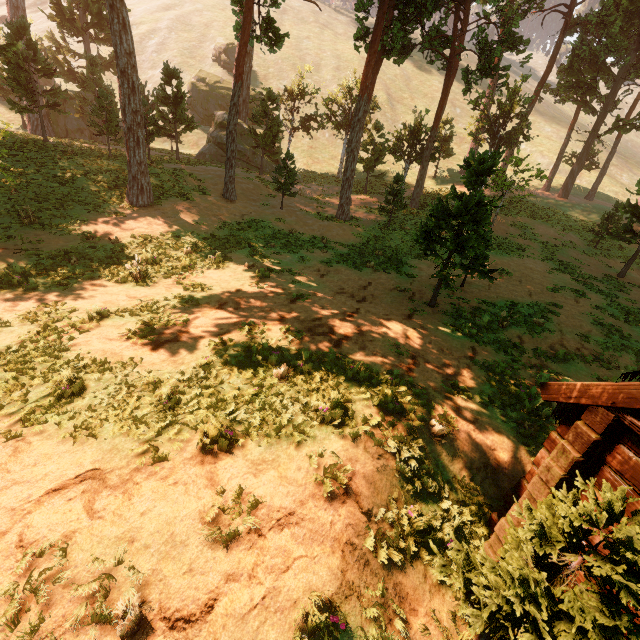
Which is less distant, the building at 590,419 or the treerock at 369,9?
the building at 590,419

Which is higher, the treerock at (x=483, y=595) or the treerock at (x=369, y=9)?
the treerock at (x=369, y=9)

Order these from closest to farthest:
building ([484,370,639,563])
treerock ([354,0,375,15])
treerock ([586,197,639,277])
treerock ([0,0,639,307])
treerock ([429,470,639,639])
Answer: treerock ([429,470,639,639]), building ([484,370,639,563]), treerock ([0,0,639,307]), treerock ([354,0,375,15]), treerock ([586,197,639,277])

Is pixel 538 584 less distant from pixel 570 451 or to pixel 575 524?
pixel 575 524

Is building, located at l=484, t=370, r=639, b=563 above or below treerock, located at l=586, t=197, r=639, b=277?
below

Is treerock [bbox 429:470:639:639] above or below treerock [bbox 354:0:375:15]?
below

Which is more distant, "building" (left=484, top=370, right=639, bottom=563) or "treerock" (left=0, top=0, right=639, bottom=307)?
"treerock" (left=0, top=0, right=639, bottom=307)
